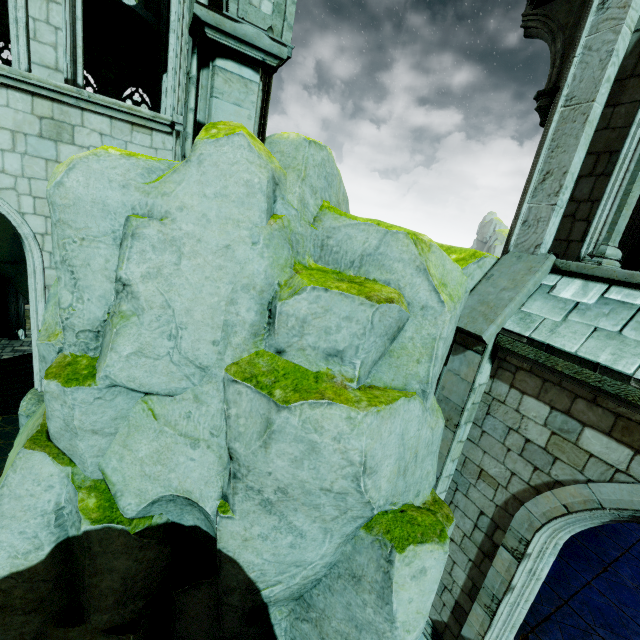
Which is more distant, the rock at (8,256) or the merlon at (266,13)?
Answer: the rock at (8,256)

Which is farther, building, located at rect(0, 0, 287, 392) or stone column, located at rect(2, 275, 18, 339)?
stone column, located at rect(2, 275, 18, 339)

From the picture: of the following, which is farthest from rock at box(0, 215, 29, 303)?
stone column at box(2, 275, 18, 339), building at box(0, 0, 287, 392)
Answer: stone column at box(2, 275, 18, 339)

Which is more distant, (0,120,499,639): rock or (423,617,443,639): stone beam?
(423,617,443,639): stone beam

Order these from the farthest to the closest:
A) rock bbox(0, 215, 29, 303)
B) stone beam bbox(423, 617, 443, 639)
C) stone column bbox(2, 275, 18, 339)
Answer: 1. stone column bbox(2, 275, 18, 339)
2. rock bbox(0, 215, 29, 303)
3. stone beam bbox(423, 617, 443, 639)

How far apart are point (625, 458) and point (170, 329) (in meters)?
6.01

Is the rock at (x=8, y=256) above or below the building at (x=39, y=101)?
below

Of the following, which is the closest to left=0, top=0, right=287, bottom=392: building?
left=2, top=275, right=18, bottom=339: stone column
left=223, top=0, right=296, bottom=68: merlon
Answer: left=223, top=0, right=296, bottom=68: merlon
